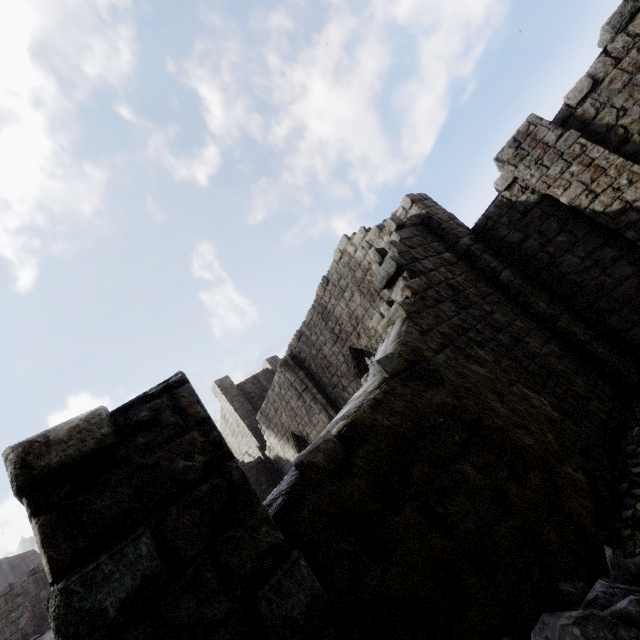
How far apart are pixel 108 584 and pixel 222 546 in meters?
0.7
